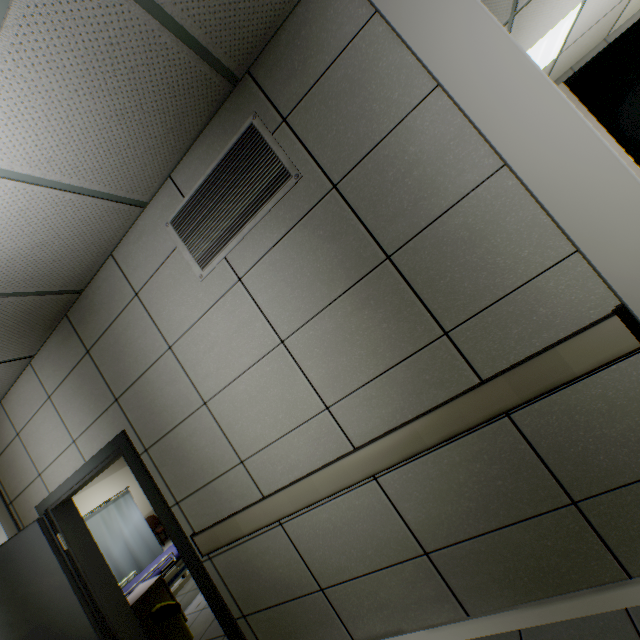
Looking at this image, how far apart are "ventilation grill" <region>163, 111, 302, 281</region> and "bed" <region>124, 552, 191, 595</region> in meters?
4.5 m

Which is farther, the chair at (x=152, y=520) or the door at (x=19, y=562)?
the chair at (x=152, y=520)

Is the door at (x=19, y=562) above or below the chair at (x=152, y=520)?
above

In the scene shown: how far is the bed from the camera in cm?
439

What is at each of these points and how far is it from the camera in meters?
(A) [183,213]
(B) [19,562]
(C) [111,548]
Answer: (A) ventilation grill, 2.1 m
(B) door, 3.3 m
(C) medical screen, 5.5 m

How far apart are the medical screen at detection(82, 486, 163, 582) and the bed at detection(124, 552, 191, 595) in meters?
0.6

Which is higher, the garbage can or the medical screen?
the medical screen

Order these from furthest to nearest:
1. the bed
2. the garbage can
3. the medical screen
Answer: the medical screen, the bed, the garbage can
